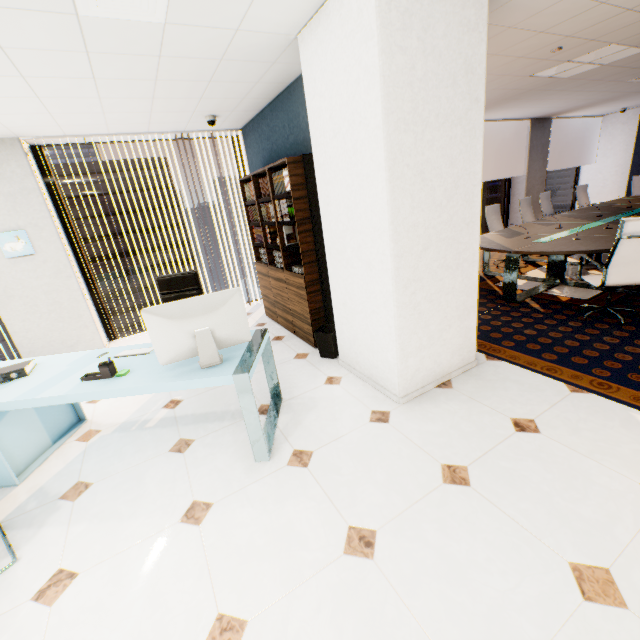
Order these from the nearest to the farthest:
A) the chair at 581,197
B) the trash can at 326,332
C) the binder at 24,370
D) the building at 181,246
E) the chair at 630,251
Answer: the binder at 24,370 < the chair at 630,251 < the trash can at 326,332 < the chair at 581,197 < the building at 181,246

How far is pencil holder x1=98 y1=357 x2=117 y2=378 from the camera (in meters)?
2.31

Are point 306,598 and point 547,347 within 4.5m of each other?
yes

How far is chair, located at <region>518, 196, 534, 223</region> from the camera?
6.89m

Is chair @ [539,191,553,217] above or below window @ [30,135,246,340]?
below

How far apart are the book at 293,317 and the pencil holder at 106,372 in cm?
205

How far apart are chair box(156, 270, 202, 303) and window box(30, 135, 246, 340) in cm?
209

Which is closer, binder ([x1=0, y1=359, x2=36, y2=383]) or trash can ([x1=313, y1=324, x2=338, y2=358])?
binder ([x1=0, y1=359, x2=36, y2=383])
